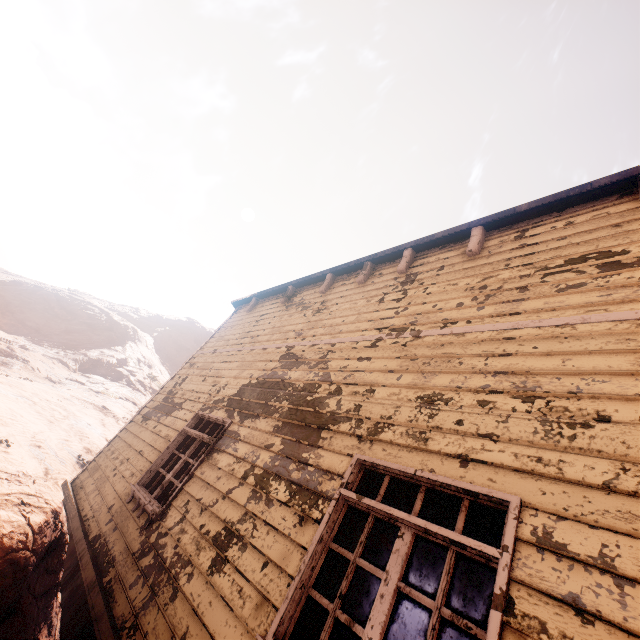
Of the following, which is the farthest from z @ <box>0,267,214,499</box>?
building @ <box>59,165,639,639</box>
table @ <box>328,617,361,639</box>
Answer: table @ <box>328,617,361,639</box>

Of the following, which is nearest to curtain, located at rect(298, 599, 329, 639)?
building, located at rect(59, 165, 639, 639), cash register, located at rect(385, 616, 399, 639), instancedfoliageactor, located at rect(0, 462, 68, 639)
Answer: building, located at rect(59, 165, 639, 639)

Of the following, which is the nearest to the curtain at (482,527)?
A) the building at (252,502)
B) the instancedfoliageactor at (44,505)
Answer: the building at (252,502)

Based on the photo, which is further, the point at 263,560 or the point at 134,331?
the point at 134,331

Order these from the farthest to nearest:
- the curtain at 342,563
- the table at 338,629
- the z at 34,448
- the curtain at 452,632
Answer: the z at 34,448 < the table at 338,629 < the curtain at 342,563 < the curtain at 452,632

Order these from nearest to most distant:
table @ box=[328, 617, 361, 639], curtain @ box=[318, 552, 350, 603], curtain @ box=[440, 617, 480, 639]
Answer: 1. curtain @ box=[440, 617, 480, 639]
2. curtain @ box=[318, 552, 350, 603]
3. table @ box=[328, 617, 361, 639]

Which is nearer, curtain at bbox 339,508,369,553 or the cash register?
curtain at bbox 339,508,369,553

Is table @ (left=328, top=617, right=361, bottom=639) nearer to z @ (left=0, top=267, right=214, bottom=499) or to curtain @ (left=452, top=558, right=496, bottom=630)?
z @ (left=0, top=267, right=214, bottom=499)
